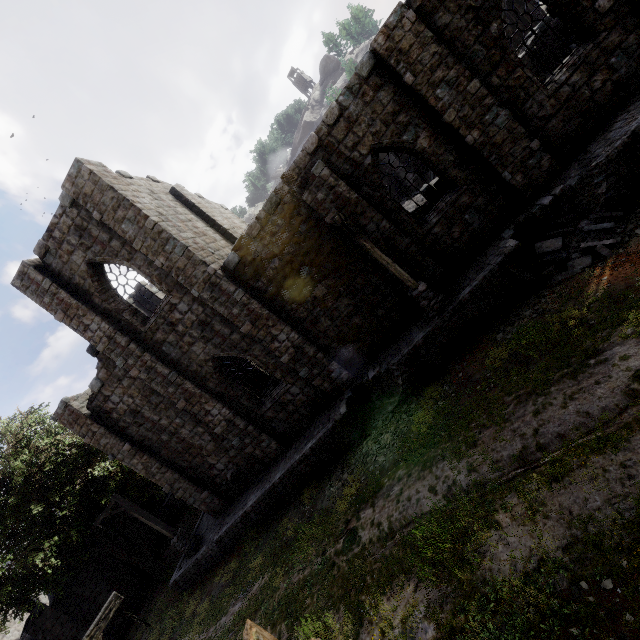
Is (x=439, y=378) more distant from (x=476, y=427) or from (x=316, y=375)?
(x=316, y=375)

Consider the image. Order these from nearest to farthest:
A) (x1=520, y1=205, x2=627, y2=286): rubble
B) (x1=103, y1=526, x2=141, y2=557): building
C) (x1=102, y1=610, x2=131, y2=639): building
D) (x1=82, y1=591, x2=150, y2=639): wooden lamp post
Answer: (x1=82, y1=591, x2=150, y2=639): wooden lamp post → (x1=520, y1=205, x2=627, y2=286): rubble → (x1=102, y1=610, x2=131, y2=639): building → (x1=103, y1=526, x2=141, y2=557): building

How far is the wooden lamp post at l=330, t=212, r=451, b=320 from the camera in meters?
9.9

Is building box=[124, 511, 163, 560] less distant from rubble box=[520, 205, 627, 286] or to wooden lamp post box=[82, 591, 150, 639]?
rubble box=[520, 205, 627, 286]

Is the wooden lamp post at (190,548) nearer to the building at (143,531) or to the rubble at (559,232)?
the building at (143,531)

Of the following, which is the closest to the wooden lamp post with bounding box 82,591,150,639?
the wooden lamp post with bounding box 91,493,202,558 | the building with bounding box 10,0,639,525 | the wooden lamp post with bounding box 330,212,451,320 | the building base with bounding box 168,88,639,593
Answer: the building with bounding box 10,0,639,525

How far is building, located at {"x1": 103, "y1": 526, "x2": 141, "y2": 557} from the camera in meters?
22.0

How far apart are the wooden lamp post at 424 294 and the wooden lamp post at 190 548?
15.5m
